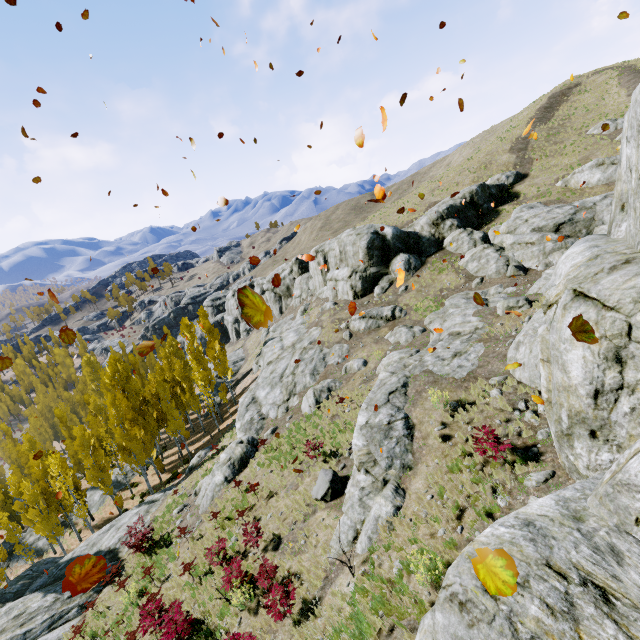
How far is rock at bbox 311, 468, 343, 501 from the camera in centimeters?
1266cm

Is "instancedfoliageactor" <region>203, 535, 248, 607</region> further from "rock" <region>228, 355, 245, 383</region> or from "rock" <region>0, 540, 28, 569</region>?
"rock" <region>228, 355, 245, 383</region>

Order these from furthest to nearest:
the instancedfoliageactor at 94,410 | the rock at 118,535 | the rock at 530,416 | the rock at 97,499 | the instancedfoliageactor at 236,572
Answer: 1. the rock at 97,499
2. the instancedfoliageactor at 94,410
3. the rock at 118,535
4. the instancedfoliageactor at 236,572
5. the rock at 530,416

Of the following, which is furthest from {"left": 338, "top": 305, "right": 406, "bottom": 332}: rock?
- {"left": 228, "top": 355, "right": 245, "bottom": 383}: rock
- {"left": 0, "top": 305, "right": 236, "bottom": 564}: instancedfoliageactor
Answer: {"left": 228, "top": 355, "right": 245, "bottom": 383}: rock

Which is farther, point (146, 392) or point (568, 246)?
point (146, 392)

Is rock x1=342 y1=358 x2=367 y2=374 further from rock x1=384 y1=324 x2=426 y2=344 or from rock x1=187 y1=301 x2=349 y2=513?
rock x1=384 y1=324 x2=426 y2=344

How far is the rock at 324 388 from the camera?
21.1m

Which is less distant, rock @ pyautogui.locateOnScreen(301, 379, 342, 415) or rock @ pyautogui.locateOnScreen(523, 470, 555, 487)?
rock @ pyautogui.locateOnScreen(523, 470, 555, 487)
